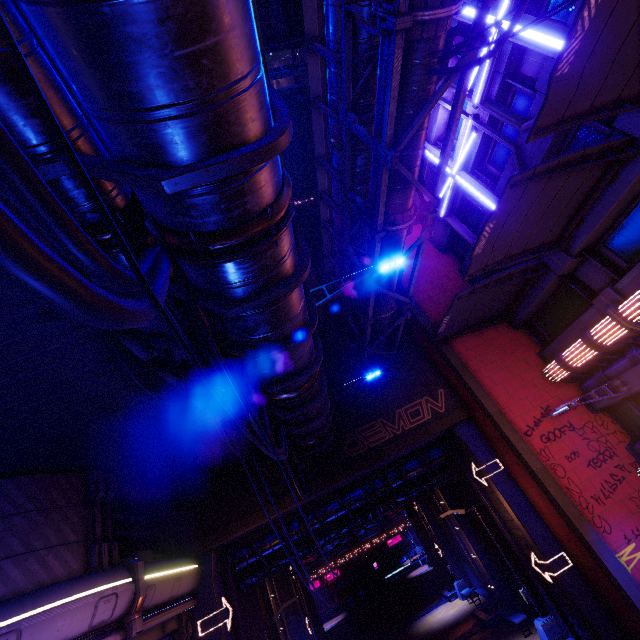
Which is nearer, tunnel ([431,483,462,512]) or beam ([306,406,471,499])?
beam ([306,406,471,499])

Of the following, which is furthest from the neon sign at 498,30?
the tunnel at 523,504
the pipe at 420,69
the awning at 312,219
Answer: the tunnel at 523,504

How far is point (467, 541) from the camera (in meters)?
20.53

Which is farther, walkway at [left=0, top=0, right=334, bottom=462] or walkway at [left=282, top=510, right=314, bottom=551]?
walkway at [left=282, top=510, right=314, bottom=551]

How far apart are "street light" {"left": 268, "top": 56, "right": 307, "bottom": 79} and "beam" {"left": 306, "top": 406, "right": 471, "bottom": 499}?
14.8m

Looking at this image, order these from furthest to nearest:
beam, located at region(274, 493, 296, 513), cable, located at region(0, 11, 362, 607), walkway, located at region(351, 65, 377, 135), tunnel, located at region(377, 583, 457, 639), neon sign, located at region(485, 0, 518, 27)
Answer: tunnel, located at region(377, 583, 457, 639) < beam, located at region(274, 493, 296, 513) < neon sign, located at region(485, 0, 518, 27) < walkway, located at region(351, 65, 377, 135) < cable, located at region(0, 11, 362, 607)

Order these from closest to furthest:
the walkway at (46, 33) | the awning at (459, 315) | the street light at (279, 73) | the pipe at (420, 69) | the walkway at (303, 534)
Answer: the walkway at (46, 33), the pipe at (420, 69), the street light at (279, 73), the awning at (459, 315), the walkway at (303, 534)

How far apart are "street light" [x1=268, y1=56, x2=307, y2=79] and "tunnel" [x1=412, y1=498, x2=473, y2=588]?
31.2 meters
